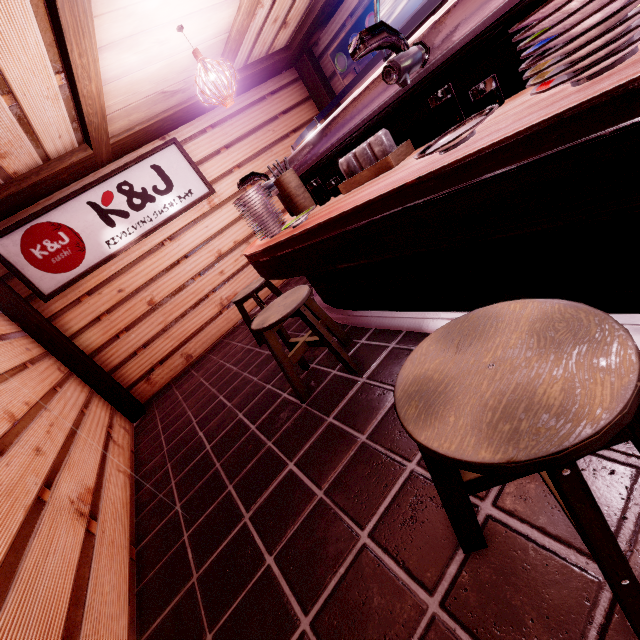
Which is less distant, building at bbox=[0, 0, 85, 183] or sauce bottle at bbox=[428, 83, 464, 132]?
sauce bottle at bbox=[428, 83, 464, 132]

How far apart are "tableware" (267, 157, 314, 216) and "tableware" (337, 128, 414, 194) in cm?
85

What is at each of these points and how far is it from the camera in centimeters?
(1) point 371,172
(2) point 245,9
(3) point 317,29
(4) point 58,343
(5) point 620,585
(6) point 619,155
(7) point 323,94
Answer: (1) tableware, 304cm
(2) wood bar, 594cm
(3) wood bar, 894cm
(4) wood pole, 705cm
(5) chair, 109cm
(6) table, 121cm
(7) wood pole, 1034cm

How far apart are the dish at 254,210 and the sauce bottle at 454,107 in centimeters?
242cm

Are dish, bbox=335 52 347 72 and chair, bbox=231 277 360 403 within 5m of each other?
no

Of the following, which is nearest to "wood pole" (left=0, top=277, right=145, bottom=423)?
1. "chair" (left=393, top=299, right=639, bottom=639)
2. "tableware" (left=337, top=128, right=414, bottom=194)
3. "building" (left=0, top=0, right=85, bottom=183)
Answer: "building" (left=0, top=0, right=85, bottom=183)

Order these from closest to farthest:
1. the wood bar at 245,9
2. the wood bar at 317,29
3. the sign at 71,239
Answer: the wood bar at 245,9 < the sign at 71,239 < the wood bar at 317,29

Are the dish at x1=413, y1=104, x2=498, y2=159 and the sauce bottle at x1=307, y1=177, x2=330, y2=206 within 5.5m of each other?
yes
